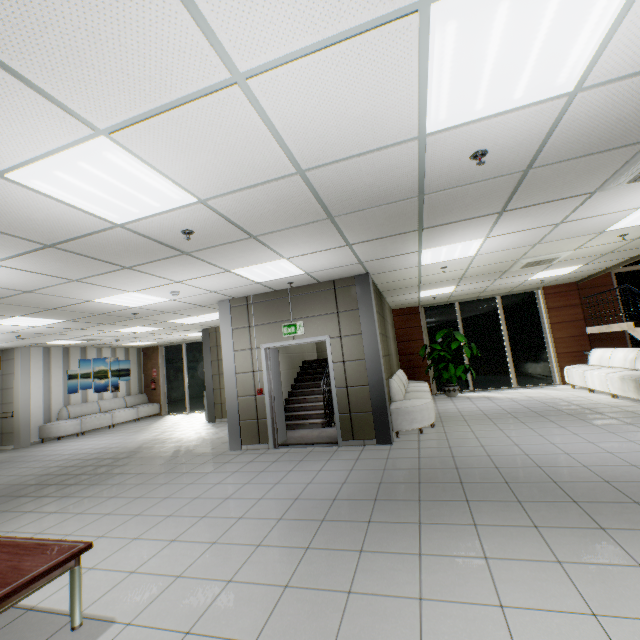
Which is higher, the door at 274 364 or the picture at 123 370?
the picture at 123 370

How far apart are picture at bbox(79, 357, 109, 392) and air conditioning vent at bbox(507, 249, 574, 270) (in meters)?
15.00

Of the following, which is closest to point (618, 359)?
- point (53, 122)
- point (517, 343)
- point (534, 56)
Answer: point (517, 343)

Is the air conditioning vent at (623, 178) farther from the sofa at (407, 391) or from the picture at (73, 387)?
the picture at (73, 387)

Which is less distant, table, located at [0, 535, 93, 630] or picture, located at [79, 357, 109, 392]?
table, located at [0, 535, 93, 630]

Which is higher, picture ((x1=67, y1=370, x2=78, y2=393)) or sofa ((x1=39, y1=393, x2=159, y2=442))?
picture ((x1=67, y1=370, x2=78, y2=393))

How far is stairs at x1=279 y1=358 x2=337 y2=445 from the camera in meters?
7.1 m

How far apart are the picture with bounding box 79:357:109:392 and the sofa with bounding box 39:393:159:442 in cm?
26
